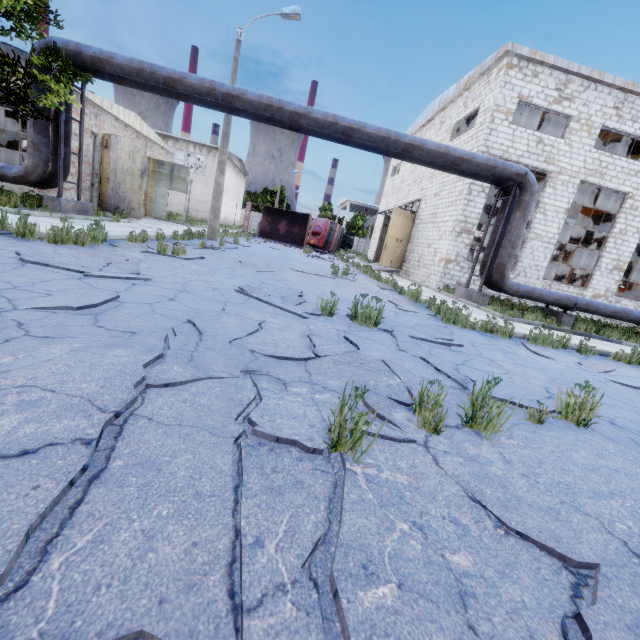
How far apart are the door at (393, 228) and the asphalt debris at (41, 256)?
17.3m

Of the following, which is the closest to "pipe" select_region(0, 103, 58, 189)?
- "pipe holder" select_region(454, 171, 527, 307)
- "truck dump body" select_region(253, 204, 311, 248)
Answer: "pipe holder" select_region(454, 171, 527, 307)

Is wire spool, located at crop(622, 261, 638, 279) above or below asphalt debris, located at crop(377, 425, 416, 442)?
above

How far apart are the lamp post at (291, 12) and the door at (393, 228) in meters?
10.4

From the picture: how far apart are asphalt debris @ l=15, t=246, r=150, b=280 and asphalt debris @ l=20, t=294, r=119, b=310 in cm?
101

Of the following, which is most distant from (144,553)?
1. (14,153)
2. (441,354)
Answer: (14,153)

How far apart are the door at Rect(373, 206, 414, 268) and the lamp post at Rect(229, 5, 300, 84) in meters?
10.4 m

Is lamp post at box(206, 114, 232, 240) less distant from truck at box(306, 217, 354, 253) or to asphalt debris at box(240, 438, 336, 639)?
asphalt debris at box(240, 438, 336, 639)
